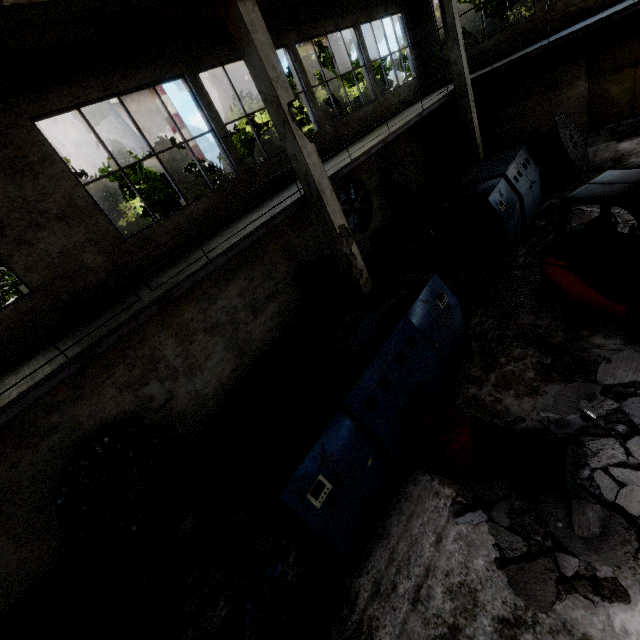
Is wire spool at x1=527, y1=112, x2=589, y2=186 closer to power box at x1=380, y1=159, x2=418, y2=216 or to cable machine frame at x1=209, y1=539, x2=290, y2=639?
power box at x1=380, y1=159, x2=418, y2=216

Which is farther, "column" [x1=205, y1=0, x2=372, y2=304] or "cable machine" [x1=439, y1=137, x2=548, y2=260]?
"cable machine" [x1=439, y1=137, x2=548, y2=260]

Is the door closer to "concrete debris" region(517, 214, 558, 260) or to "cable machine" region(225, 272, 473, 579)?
"concrete debris" region(517, 214, 558, 260)

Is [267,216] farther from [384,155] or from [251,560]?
[384,155]

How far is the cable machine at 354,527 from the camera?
4.4m

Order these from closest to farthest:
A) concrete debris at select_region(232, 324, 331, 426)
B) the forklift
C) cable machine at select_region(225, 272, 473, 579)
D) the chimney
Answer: cable machine at select_region(225, 272, 473, 579), the forklift, concrete debris at select_region(232, 324, 331, 426), the chimney

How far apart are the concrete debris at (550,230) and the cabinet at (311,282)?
5.8m

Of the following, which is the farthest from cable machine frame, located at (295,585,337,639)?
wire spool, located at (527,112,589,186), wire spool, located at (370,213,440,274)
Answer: wire spool, located at (527,112,589,186)
